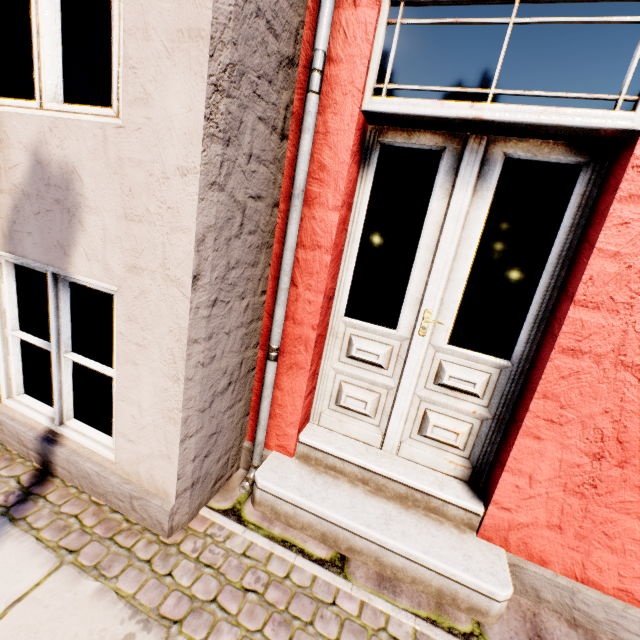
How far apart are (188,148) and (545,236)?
11.9m
